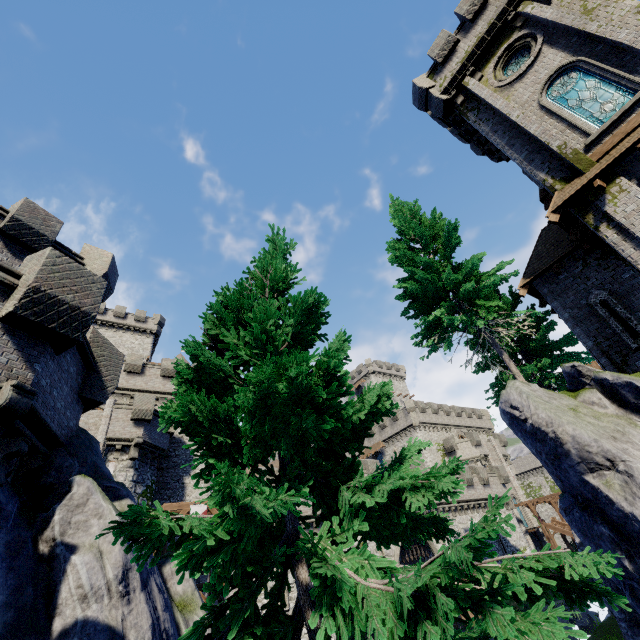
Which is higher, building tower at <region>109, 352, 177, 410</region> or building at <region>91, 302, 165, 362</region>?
building at <region>91, 302, 165, 362</region>

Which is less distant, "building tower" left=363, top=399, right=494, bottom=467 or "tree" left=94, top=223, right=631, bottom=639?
"tree" left=94, top=223, right=631, bottom=639

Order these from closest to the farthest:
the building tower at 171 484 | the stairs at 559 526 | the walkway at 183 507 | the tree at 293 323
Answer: the tree at 293 323 → the walkway at 183 507 → the building tower at 171 484 → the stairs at 559 526

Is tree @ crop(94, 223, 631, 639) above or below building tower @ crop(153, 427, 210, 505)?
below

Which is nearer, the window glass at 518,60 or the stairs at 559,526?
the window glass at 518,60

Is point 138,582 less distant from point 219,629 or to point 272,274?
point 219,629

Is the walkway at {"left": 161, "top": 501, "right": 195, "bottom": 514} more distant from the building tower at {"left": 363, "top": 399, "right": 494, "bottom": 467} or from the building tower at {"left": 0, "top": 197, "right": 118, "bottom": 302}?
the building tower at {"left": 363, "top": 399, "right": 494, "bottom": 467}

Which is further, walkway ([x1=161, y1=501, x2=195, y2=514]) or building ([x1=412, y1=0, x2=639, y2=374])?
walkway ([x1=161, y1=501, x2=195, y2=514])
